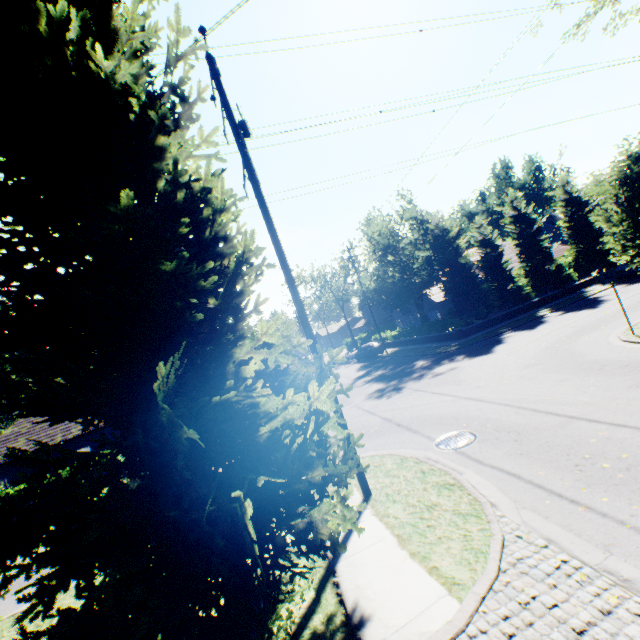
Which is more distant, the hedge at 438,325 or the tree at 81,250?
the hedge at 438,325

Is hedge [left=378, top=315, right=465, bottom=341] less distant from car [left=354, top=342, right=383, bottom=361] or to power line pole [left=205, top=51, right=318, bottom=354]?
car [left=354, top=342, right=383, bottom=361]

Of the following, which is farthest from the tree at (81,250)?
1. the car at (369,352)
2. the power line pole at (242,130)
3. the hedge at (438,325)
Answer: the car at (369,352)

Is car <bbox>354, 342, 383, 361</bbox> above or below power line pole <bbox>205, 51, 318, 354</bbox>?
below

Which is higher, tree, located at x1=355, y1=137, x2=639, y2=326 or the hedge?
tree, located at x1=355, y1=137, x2=639, y2=326

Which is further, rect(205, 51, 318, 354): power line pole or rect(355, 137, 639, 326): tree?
rect(355, 137, 639, 326): tree

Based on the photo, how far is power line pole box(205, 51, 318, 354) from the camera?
7.7 meters

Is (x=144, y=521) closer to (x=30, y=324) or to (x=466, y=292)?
(x=30, y=324)
